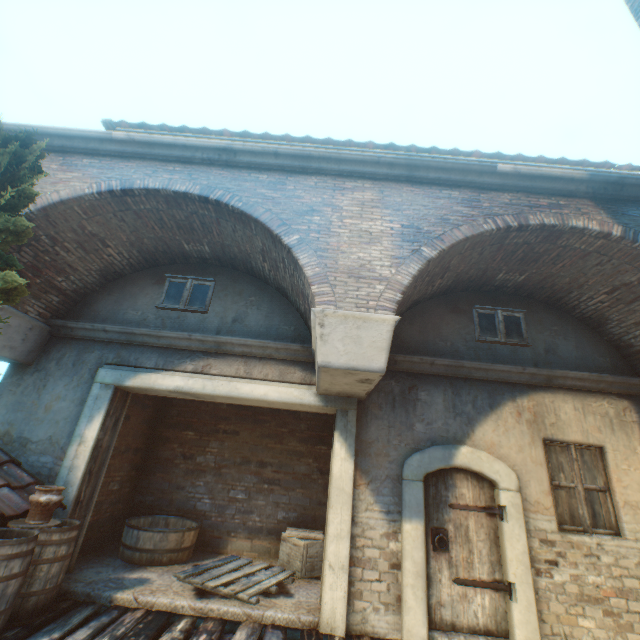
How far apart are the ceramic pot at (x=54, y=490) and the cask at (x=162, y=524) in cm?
197

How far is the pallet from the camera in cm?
475

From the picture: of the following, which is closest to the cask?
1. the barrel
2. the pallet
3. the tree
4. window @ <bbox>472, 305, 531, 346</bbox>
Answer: the pallet

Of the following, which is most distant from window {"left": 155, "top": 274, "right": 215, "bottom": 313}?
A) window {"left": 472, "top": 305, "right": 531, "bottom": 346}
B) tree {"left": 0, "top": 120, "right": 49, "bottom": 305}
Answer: window {"left": 472, "top": 305, "right": 531, "bottom": 346}

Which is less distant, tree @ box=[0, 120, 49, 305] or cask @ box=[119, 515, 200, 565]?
tree @ box=[0, 120, 49, 305]

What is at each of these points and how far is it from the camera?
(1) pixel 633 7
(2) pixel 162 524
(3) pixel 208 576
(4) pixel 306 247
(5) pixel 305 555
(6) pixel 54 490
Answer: (1) building, 3.33m
(2) cask, 6.89m
(3) pallet, 5.13m
(4) building, 4.52m
(5) wooden crate, 5.89m
(6) ceramic pot, 4.20m

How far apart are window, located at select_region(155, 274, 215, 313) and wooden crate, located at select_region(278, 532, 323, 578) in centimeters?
461cm

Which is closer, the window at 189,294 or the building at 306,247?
the building at 306,247
